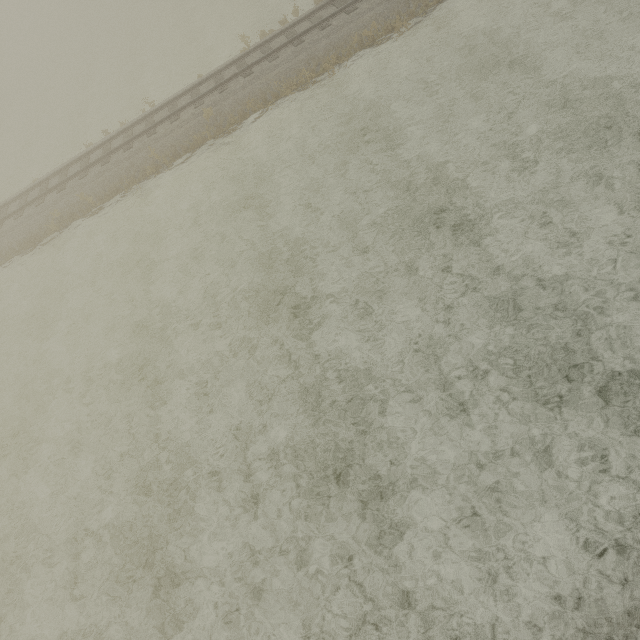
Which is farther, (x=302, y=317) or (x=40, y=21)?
(x=40, y=21)
